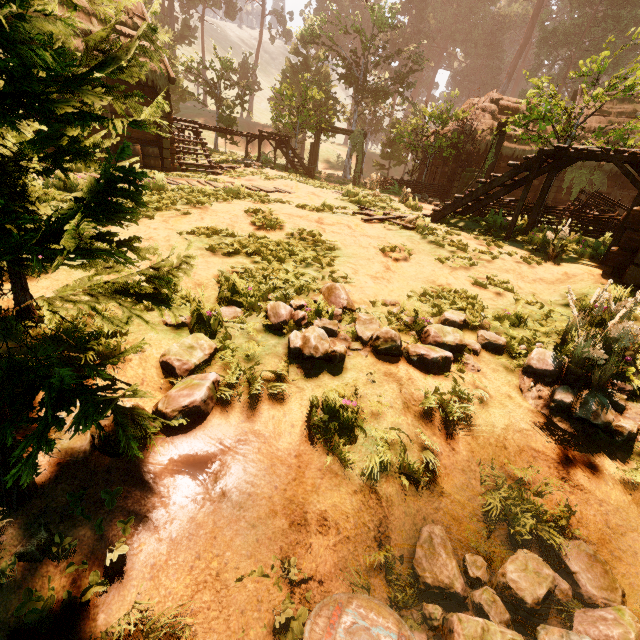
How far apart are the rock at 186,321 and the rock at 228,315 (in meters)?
0.26

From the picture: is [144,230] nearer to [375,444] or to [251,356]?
[251,356]

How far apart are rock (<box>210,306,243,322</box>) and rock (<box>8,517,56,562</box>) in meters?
2.4 m

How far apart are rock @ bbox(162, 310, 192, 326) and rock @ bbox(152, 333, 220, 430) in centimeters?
19cm

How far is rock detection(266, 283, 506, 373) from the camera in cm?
376

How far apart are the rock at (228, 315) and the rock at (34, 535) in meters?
2.4

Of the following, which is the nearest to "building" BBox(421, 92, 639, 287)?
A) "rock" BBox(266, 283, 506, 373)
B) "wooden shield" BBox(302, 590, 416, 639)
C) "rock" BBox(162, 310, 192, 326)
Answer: "rock" BBox(266, 283, 506, 373)

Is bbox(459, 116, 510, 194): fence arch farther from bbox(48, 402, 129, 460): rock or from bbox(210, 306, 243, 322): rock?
bbox(48, 402, 129, 460): rock
